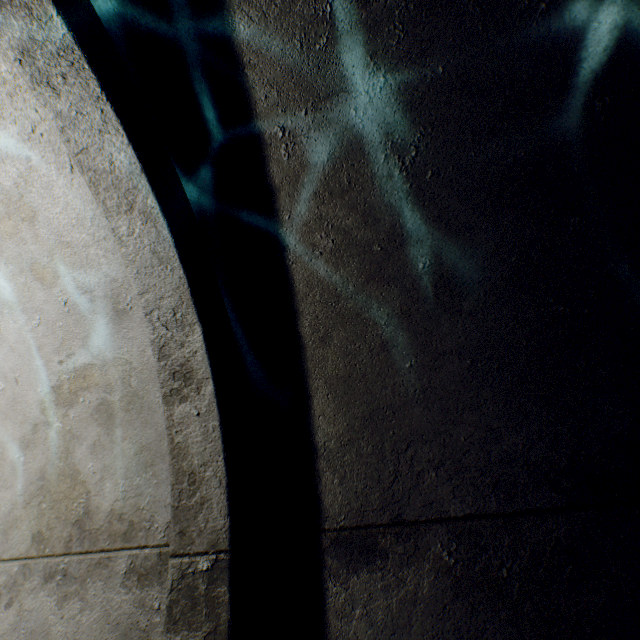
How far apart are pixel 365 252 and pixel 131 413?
1.4m
